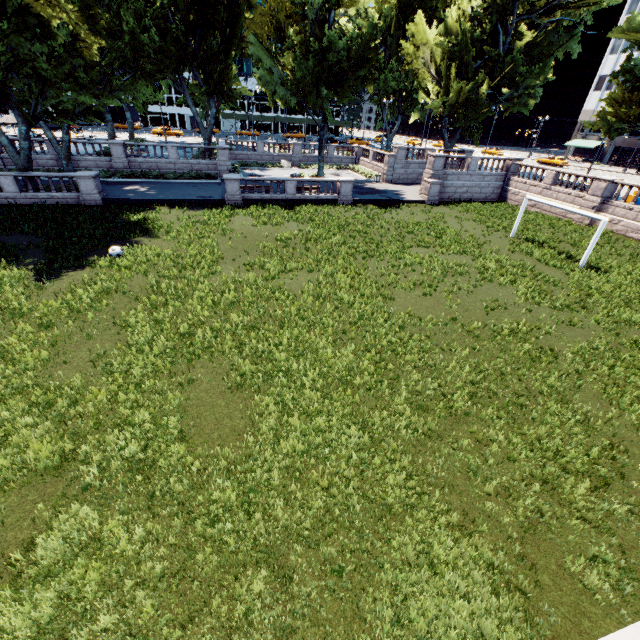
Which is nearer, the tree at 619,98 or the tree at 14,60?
the tree at 14,60

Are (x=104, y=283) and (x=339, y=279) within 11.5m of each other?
yes

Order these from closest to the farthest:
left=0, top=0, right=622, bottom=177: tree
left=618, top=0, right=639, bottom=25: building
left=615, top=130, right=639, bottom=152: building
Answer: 1. left=0, top=0, right=622, bottom=177: tree
2. left=618, top=0, right=639, bottom=25: building
3. left=615, top=130, right=639, bottom=152: building

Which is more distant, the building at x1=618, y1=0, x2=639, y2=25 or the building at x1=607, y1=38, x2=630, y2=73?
the building at x1=607, y1=38, x2=630, y2=73

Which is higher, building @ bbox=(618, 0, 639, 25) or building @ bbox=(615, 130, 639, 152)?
building @ bbox=(618, 0, 639, 25)

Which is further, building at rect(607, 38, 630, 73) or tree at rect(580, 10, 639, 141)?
building at rect(607, 38, 630, 73)

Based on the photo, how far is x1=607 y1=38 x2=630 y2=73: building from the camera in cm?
5747

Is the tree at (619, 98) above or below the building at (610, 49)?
below
